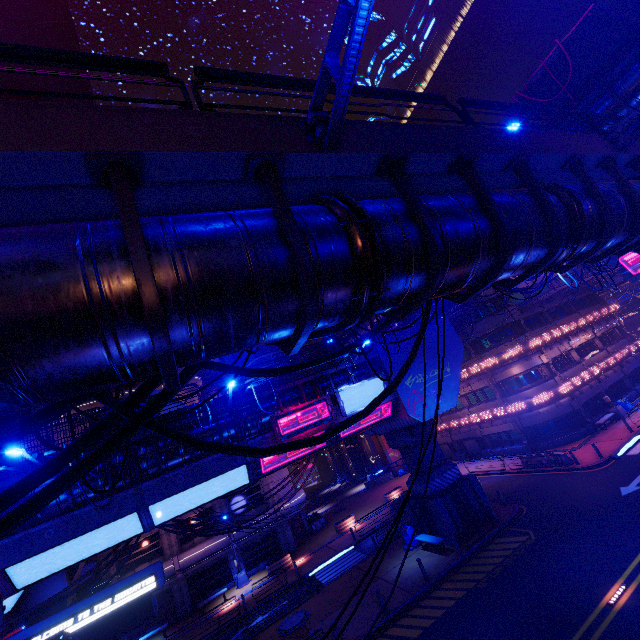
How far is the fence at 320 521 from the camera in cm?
3625

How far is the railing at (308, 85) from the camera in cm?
417

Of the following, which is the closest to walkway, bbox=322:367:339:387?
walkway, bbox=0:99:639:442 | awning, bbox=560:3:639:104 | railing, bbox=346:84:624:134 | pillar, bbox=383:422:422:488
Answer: pillar, bbox=383:422:422:488

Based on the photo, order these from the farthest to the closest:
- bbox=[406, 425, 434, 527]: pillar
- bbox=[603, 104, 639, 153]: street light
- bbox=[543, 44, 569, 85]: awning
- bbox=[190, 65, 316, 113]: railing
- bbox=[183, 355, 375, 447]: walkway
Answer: bbox=[406, 425, 434, 527]: pillar
bbox=[183, 355, 375, 447]: walkway
bbox=[543, 44, 569, 85]: awning
bbox=[603, 104, 639, 153]: street light
bbox=[190, 65, 316, 113]: railing

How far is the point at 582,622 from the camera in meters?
11.3 m

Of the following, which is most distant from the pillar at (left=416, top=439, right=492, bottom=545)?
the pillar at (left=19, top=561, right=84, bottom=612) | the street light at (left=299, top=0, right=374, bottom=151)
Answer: the pillar at (left=19, top=561, right=84, bottom=612)

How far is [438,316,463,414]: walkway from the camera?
21.5 meters

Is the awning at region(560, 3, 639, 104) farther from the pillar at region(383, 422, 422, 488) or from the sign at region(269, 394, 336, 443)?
the pillar at region(383, 422, 422, 488)
